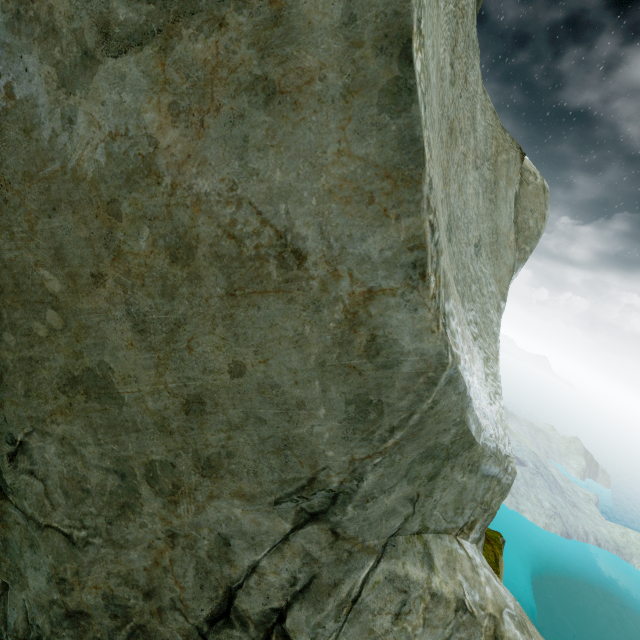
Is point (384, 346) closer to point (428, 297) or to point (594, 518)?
point (428, 297)
